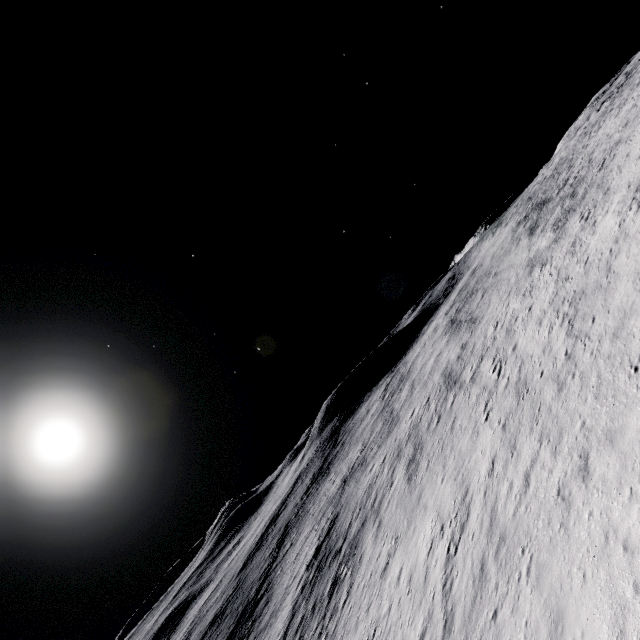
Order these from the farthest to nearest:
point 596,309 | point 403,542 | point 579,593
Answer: point 403,542
point 596,309
point 579,593
